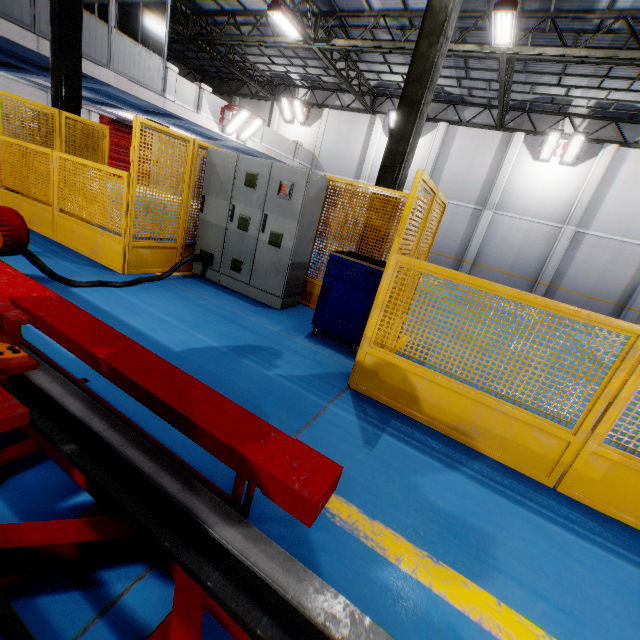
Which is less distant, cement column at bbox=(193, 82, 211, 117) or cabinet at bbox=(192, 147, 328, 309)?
cabinet at bbox=(192, 147, 328, 309)

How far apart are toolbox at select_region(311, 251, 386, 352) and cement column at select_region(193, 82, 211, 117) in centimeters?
1332cm

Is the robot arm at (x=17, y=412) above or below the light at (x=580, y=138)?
below

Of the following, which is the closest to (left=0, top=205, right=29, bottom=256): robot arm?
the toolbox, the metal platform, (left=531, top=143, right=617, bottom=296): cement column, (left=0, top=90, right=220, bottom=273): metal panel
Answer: the metal platform

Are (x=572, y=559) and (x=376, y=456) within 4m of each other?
yes

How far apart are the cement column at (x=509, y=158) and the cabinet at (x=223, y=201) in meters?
16.1

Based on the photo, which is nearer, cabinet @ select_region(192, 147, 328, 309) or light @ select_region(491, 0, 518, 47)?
cabinet @ select_region(192, 147, 328, 309)

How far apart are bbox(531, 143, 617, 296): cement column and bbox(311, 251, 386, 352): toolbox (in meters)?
16.75
